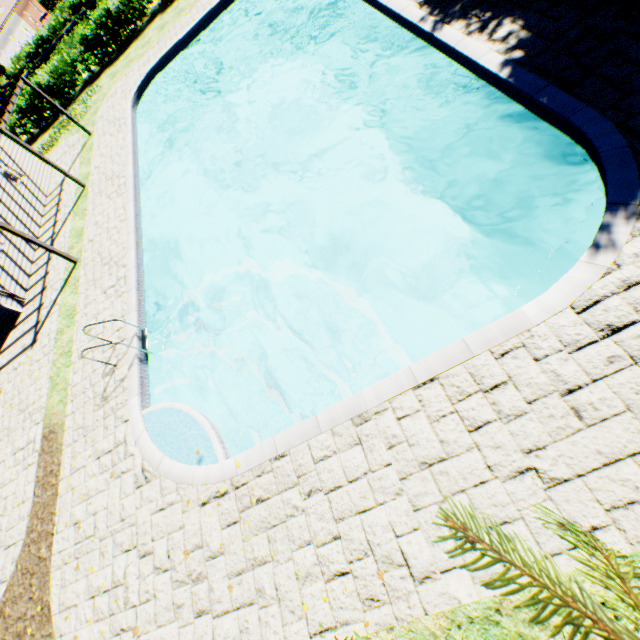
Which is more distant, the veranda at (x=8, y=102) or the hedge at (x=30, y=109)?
the hedge at (x=30, y=109)

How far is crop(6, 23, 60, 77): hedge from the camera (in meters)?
30.41

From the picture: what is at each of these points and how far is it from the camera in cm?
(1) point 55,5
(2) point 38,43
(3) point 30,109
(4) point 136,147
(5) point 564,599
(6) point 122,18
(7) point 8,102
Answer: (1) hedge, 4906
(2) hedge, 3077
(3) hedge, 2161
(4) swimming pool, 1379
(5) plant, 82
(6) hedge, 1964
(7) veranda, 1234

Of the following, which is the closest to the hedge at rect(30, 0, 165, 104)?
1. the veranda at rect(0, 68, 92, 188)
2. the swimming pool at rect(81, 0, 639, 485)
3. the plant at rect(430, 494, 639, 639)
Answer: the plant at rect(430, 494, 639, 639)

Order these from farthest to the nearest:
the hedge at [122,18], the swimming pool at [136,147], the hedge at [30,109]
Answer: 1. the hedge at [30,109]
2. the hedge at [122,18]
3. the swimming pool at [136,147]

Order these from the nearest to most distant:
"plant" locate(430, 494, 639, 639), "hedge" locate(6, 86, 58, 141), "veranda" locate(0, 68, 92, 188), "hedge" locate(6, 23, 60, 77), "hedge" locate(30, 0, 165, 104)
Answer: "plant" locate(430, 494, 639, 639) → "veranda" locate(0, 68, 92, 188) → "hedge" locate(30, 0, 165, 104) → "hedge" locate(6, 86, 58, 141) → "hedge" locate(6, 23, 60, 77)

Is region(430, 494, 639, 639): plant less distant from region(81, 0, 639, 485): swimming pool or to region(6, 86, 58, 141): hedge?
region(6, 86, 58, 141): hedge

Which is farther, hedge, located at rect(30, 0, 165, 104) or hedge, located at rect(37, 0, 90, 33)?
hedge, located at rect(37, 0, 90, 33)
